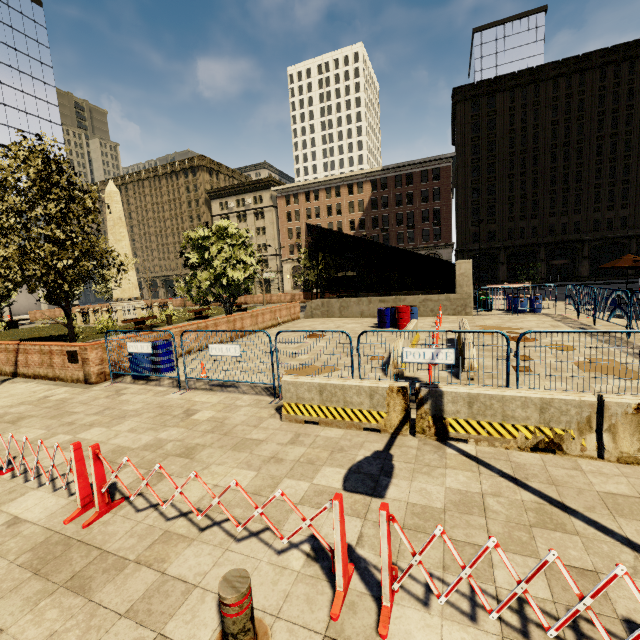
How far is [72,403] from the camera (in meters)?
8.08

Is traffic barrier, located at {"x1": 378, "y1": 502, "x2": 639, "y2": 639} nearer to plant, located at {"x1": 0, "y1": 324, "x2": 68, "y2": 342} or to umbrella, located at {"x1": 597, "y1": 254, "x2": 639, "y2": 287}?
plant, located at {"x1": 0, "y1": 324, "x2": 68, "y2": 342}

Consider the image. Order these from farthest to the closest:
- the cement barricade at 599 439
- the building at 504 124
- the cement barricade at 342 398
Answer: the building at 504 124 → the cement barricade at 342 398 → the cement barricade at 599 439

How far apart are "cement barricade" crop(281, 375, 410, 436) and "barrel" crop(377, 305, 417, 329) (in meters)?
10.15

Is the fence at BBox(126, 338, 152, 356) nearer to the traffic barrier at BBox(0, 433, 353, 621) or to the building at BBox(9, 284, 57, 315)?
the traffic barrier at BBox(0, 433, 353, 621)

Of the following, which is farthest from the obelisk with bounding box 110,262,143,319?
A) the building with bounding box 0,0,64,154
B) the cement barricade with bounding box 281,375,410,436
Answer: the building with bounding box 0,0,64,154

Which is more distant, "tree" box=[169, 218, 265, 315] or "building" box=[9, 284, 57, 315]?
"building" box=[9, 284, 57, 315]

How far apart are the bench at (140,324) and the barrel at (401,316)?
15.03m
